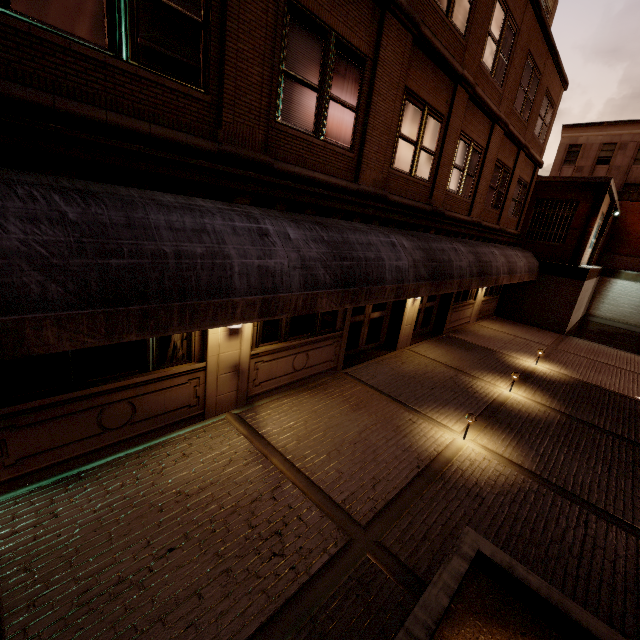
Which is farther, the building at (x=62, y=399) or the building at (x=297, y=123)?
the building at (x=62, y=399)

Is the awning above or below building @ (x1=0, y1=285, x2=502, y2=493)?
above

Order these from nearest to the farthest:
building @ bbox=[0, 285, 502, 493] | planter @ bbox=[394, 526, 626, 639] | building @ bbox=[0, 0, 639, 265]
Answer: planter @ bbox=[394, 526, 626, 639] < building @ bbox=[0, 0, 639, 265] < building @ bbox=[0, 285, 502, 493]

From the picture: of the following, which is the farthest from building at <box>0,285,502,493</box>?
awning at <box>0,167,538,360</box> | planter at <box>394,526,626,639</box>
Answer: Answer: planter at <box>394,526,626,639</box>

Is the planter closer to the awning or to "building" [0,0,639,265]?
the awning

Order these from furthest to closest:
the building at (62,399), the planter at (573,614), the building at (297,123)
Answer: the building at (62,399), the building at (297,123), the planter at (573,614)

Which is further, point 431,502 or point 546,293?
point 546,293
